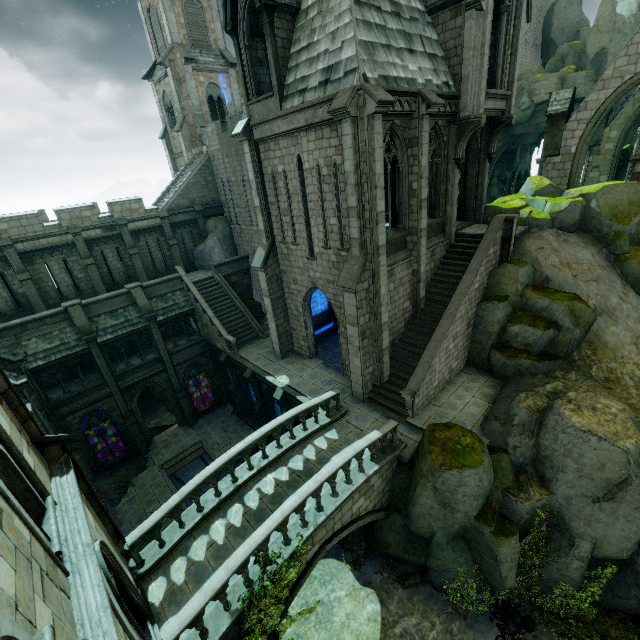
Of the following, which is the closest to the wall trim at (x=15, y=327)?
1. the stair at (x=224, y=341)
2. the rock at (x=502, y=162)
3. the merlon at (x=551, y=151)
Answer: the stair at (x=224, y=341)

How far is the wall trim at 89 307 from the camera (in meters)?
19.95

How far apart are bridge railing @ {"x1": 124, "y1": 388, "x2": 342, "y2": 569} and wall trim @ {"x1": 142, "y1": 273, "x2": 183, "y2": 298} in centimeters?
1482cm

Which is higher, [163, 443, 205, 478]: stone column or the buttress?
the buttress

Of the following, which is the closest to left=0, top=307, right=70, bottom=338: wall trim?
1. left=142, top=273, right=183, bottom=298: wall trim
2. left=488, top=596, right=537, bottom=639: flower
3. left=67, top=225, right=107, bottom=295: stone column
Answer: left=67, top=225, right=107, bottom=295: stone column

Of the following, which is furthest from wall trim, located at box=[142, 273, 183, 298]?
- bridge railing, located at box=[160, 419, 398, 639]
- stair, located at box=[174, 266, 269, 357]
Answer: bridge railing, located at box=[160, 419, 398, 639]

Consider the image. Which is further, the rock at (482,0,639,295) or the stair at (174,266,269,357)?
the stair at (174,266,269,357)

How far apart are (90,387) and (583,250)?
28.79m
